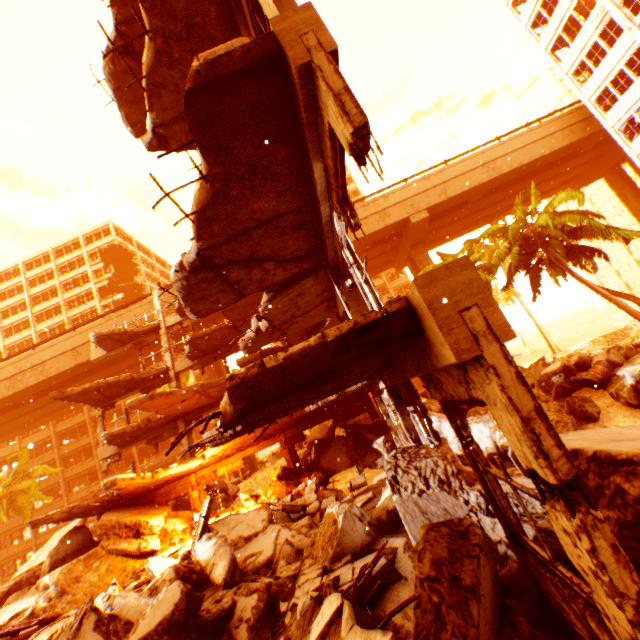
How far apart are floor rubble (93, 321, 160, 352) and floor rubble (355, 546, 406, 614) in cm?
1714

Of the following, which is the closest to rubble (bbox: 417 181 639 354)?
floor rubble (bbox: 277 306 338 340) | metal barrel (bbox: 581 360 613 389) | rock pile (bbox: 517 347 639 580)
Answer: rock pile (bbox: 517 347 639 580)

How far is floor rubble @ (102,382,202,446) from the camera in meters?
14.4 m

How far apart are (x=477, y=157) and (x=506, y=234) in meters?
9.6

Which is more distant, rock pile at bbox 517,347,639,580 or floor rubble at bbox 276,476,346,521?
floor rubble at bbox 276,476,346,521

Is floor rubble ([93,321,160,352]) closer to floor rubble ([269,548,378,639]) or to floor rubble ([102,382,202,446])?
floor rubble ([102,382,202,446])

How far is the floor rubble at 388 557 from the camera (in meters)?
4.73

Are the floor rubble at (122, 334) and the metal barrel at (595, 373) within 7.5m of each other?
no
